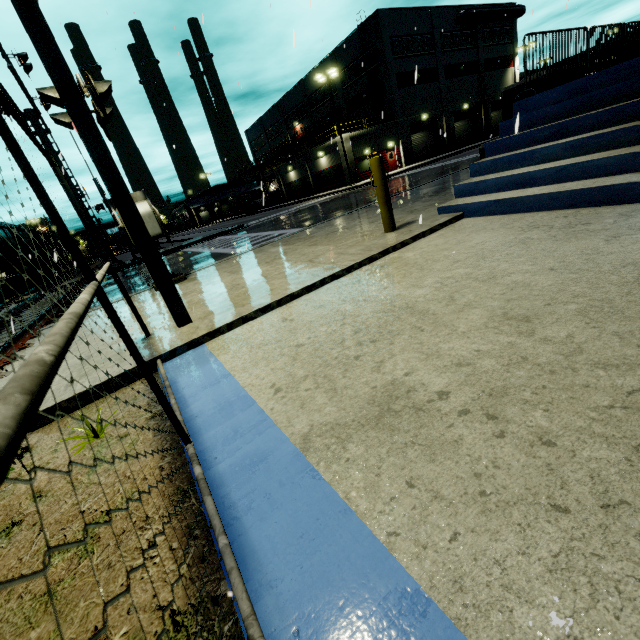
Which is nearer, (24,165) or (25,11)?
(24,165)

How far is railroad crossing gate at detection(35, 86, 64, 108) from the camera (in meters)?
5.16

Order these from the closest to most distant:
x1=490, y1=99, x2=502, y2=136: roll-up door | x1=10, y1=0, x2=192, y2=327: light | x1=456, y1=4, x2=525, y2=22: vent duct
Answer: x1=10, y1=0, x2=192, y2=327: light, x1=456, y1=4, x2=525, y2=22: vent duct, x1=490, y1=99, x2=502, y2=136: roll-up door

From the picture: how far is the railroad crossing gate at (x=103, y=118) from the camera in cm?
545

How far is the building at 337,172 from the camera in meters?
34.8 m

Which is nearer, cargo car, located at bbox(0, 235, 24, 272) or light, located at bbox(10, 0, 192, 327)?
light, located at bbox(10, 0, 192, 327)

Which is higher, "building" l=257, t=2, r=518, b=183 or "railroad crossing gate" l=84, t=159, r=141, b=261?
"building" l=257, t=2, r=518, b=183

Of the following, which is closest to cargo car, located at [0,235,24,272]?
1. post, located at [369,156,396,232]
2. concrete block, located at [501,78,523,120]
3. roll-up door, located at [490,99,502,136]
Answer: concrete block, located at [501,78,523,120]
